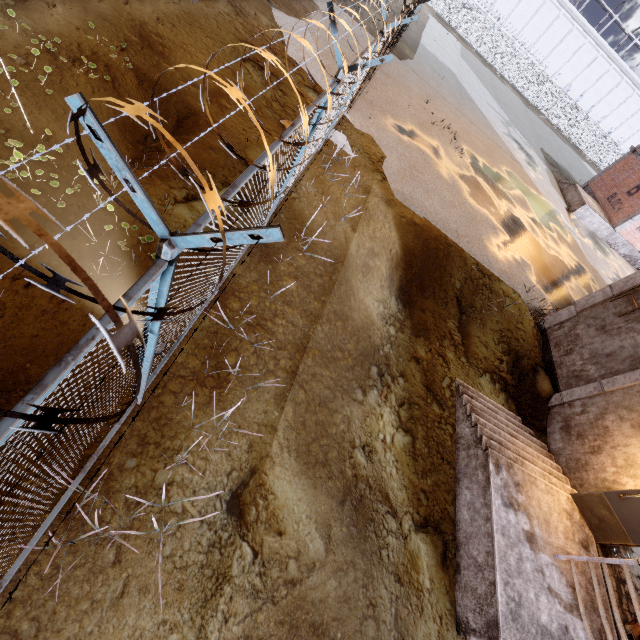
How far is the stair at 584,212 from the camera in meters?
21.4 m

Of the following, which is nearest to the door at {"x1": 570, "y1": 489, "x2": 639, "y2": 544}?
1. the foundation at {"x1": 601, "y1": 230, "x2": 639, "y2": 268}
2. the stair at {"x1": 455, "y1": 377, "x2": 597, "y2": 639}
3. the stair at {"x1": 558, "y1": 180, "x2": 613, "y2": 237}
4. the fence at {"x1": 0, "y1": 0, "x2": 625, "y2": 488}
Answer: the stair at {"x1": 455, "y1": 377, "x2": 597, "y2": 639}

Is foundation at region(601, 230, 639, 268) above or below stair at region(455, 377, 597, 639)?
above

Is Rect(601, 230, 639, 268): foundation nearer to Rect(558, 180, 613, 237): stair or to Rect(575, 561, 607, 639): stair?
Rect(558, 180, 613, 237): stair

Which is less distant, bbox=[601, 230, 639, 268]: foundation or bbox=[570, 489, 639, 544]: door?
bbox=[570, 489, 639, 544]: door

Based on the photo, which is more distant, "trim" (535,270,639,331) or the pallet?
"trim" (535,270,639,331)

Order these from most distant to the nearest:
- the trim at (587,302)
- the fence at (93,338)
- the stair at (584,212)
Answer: the stair at (584,212), the trim at (587,302), the fence at (93,338)

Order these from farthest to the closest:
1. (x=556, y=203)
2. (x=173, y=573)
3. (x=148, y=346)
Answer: (x=556, y=203)
(x=173, y=573)
(x=148, y=346)
